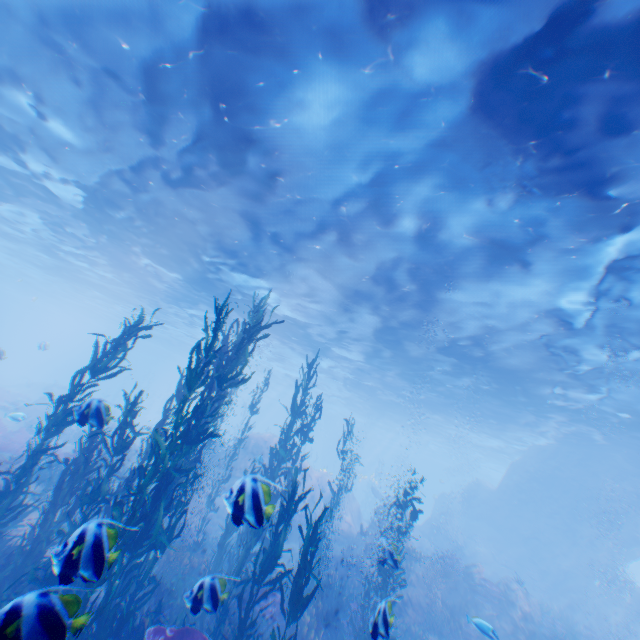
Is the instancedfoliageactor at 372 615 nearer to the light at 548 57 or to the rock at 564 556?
the rock at 564 556

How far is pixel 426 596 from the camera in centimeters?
1450cm

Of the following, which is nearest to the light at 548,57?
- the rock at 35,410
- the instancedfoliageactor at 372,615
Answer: the rock at 35,410

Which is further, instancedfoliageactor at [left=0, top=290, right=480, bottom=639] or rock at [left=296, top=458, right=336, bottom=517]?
rock at [left=296, top=458, right=336, bottom=517]

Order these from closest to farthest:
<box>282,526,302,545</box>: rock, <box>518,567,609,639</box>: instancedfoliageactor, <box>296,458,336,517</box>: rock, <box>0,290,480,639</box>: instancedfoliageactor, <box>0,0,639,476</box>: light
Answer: <box>0,290,480,639</box>: instancedfoliageactor, <box>0,0,639,476</box>: light, <box>518,567,609,639</box>: instancedfoliageactor, <box>282,526,302,545</box>: rock, <box>296,458,336,517</box>: rock

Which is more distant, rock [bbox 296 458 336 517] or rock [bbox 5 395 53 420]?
rock [bbox 296 458 336 517]

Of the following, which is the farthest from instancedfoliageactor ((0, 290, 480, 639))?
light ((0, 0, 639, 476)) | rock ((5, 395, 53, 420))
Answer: light ((0, 0, 639, 476))
